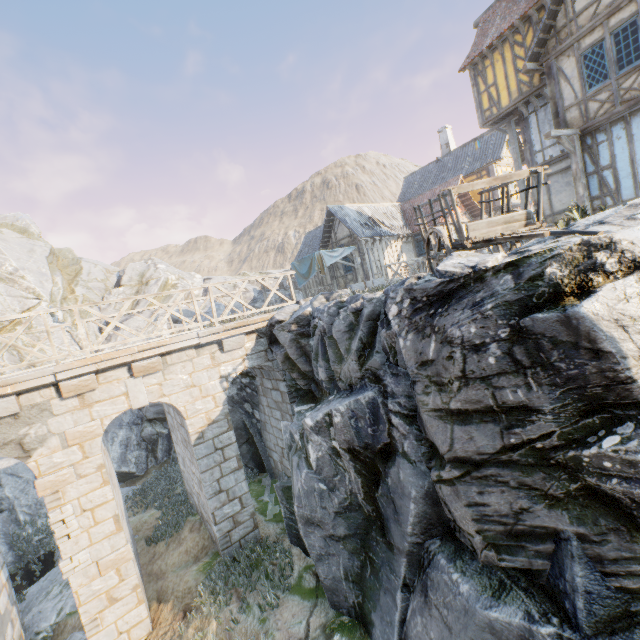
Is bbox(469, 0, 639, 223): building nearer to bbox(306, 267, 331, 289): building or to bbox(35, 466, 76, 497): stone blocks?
bbox(306, 267, 331, 289): building

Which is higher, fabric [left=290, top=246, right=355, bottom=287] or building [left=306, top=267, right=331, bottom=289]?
fabric [left=290, top=246, right=355, bottom=287]

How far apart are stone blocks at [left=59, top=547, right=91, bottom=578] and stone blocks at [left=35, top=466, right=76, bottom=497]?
1.5m

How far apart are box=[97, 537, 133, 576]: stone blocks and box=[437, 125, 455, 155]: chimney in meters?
32.7 m

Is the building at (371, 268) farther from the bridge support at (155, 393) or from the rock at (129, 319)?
the bridge support at (155, 393)

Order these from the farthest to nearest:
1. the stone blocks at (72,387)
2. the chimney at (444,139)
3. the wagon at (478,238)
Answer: the chimney at (444,139) < the stone blocks at (72,387) < the wagon at (478,238)

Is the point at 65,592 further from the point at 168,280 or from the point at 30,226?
the point at 30,226

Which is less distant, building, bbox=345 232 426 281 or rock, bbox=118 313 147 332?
building, bbox=345 232 426 281
